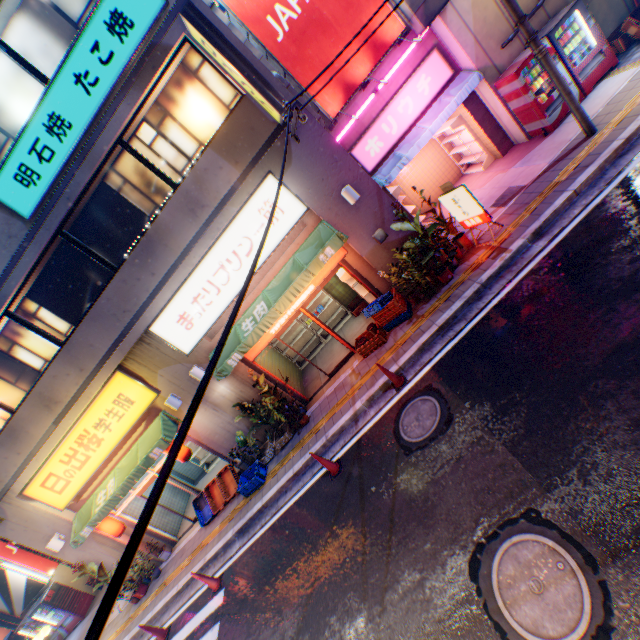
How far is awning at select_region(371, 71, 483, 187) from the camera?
9.4 meters

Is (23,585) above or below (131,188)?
below

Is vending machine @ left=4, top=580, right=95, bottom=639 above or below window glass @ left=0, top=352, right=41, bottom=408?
below

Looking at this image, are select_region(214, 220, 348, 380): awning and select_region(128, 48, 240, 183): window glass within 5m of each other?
yes

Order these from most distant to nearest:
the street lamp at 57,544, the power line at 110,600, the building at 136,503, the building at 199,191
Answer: the building at 136,503 → the street lamp at 57,544 → the building at 199,191 → the power line at 110,600

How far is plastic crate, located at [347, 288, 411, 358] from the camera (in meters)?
8.92

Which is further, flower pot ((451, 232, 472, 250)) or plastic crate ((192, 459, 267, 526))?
plastic crate ((192, 459, 267, 526))

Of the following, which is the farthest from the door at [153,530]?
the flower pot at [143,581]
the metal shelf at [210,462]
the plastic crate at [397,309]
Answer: the plastic crate at [397,309]
